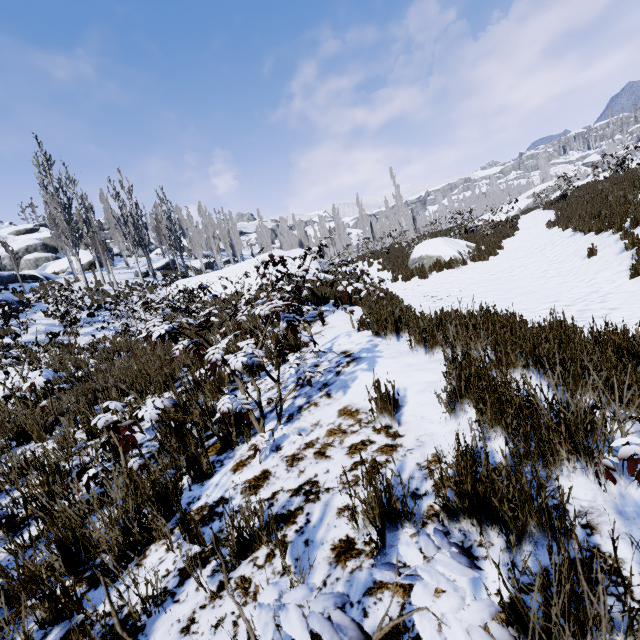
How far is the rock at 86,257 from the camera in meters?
32.0 m

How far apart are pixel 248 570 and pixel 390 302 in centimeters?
507cm

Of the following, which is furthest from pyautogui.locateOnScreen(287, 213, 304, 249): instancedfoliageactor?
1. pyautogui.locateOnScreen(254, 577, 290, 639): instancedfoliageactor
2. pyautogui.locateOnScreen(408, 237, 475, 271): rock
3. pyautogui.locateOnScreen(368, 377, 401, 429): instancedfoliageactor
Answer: pyautogui.locateOnScreen(368, 377, 401, 429): instancedfoliageactor

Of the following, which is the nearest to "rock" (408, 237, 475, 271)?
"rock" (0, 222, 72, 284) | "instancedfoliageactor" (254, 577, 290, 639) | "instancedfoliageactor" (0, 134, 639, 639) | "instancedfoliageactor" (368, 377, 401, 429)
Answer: "instancedfoliageactor" (368, 377, 401, 429)

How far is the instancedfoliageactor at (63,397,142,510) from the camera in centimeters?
→ 230cm

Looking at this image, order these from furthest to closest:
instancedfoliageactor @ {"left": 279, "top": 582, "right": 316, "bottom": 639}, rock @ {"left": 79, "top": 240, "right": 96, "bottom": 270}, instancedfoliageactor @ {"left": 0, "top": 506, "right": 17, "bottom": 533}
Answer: rock @ {"left": 79, "top": 240, "right": 96, "bottom": 270}, instancedfoliageactor @ {"left": 0, "top": 506, "right": 17, "bottom": 533}, instancedfoliageactor @ {"left": 279, "top": 582, "right": 316, "bottom": 639}

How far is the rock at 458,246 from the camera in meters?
12.5 m
